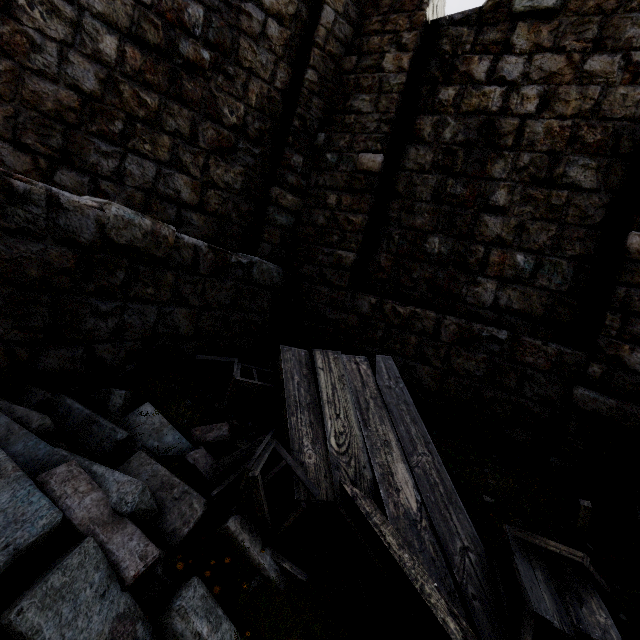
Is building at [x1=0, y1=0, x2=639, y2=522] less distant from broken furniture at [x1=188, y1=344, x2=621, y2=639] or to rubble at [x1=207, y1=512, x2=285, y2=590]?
rubble at [x1=207, y1=512, x2=285, y2=590]

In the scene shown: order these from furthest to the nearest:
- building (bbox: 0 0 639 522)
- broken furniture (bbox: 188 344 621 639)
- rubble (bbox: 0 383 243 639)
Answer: building (bbox: 0 0 639 522), broken furniture (bbox: 188 344 621 639), rubble (bbox: 0 383 243 639)

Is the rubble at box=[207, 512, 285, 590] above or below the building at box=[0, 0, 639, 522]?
below

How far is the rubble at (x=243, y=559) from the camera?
2.0m

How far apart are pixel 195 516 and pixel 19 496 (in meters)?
0.95

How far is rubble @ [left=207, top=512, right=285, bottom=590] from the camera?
2.0 meters

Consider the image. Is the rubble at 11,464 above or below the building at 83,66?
below
